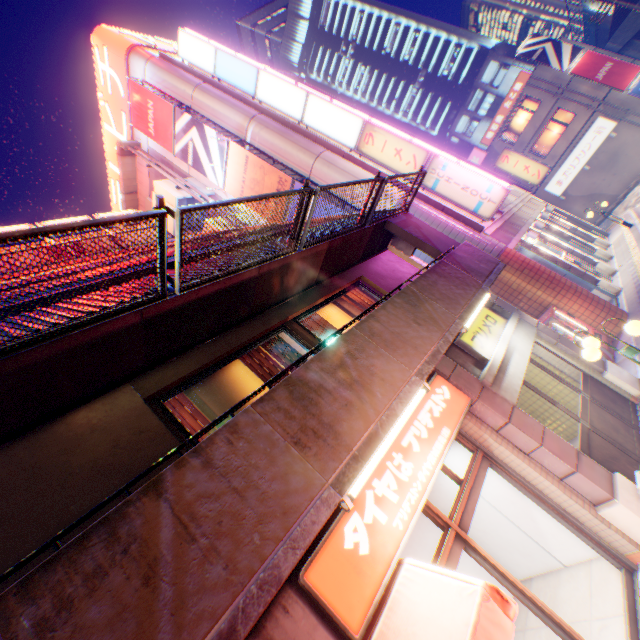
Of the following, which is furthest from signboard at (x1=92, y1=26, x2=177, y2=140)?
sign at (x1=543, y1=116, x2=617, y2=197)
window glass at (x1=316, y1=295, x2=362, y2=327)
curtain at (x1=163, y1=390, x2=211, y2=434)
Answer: sign at (x1=543, y1=116, x2=617, y2=197)

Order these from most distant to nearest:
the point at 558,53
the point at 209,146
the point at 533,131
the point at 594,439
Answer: the point at 533,131 → the point at 558,53 → the point at 209,146 → the point at 594,439

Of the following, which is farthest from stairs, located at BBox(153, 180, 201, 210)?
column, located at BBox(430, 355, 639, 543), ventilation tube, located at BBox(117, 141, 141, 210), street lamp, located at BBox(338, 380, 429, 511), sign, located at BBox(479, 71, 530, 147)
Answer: sign, located at BBox(479, 71, 530, 147)

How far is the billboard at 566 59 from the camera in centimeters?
2689cm

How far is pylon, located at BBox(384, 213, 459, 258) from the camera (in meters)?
8.29

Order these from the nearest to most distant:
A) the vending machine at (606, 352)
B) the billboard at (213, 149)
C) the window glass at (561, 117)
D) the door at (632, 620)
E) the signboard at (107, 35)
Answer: the door at (632, 620), the vending machine at (606, 352), the billboard at (213, 149), the signboard at (107, 35), the window glass at (561, 117)

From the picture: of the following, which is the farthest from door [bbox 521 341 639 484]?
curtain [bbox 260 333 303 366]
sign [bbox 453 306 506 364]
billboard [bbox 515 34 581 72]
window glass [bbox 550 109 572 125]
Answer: billboard [bbox 515 34 581 72]

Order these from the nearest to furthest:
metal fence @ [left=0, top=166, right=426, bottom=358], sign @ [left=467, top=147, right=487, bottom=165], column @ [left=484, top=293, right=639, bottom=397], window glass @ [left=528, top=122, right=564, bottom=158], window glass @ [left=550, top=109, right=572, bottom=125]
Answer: metal fence @ [left=0, top=166, right=426, bottom=358] < column @ [left=484, top=293, right=639, bottom=397] < window glass @ [left=550, top=109, right=572, bottom=125] < window glass @ [left=528, top=122, right=564, bottom=158] < sign @ [left=467, top=147, right=487, bottom=165]
